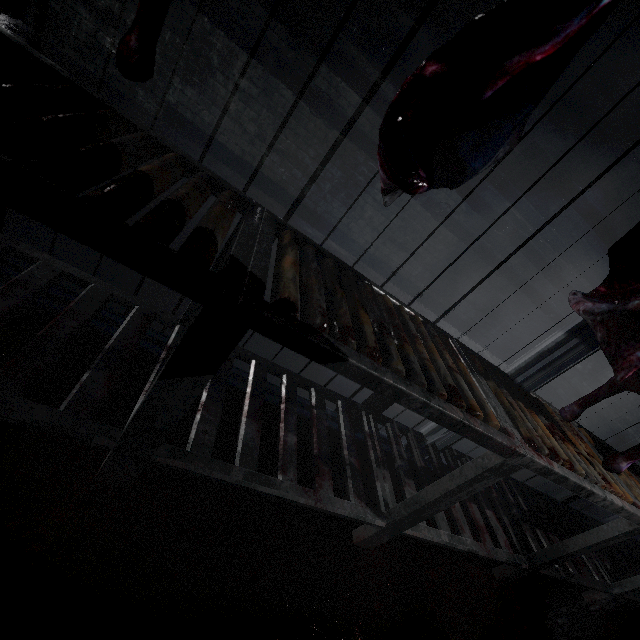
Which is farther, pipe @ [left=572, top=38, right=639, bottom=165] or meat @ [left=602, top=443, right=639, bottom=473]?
pipe @ [left=572, top=38, right=639, bottom=165]

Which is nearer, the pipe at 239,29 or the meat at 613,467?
the meat at 613,467

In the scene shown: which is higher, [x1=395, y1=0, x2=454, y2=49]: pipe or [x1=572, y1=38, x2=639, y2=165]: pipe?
[x1=572, y1=38, x2=639, y2=165]: pipe

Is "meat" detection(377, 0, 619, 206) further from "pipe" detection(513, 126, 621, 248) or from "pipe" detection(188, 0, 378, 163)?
"pipe" detection(188, 0, 378, 163)

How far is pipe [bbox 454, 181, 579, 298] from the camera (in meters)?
4.06

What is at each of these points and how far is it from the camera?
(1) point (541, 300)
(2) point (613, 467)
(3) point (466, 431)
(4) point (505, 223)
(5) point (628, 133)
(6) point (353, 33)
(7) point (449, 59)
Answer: (1) pipe, 5.04m
(2) meat, 1.32m
(3) table, 0.90m
(4) pipe, 4.30m
(5) pipe, 3.78m
(6) pipe, 3.09m
(7) meat, 0.50m

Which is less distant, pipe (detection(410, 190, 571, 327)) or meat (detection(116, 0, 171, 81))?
meat (detection(116, 0, 171, 81))

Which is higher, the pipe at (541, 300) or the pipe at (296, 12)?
the pipe at (296, 12)
